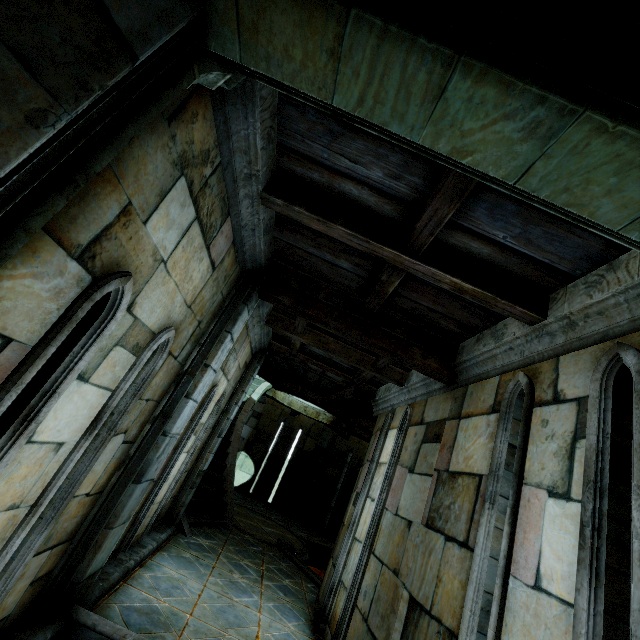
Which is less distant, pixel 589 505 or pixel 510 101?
pixel 510 101
